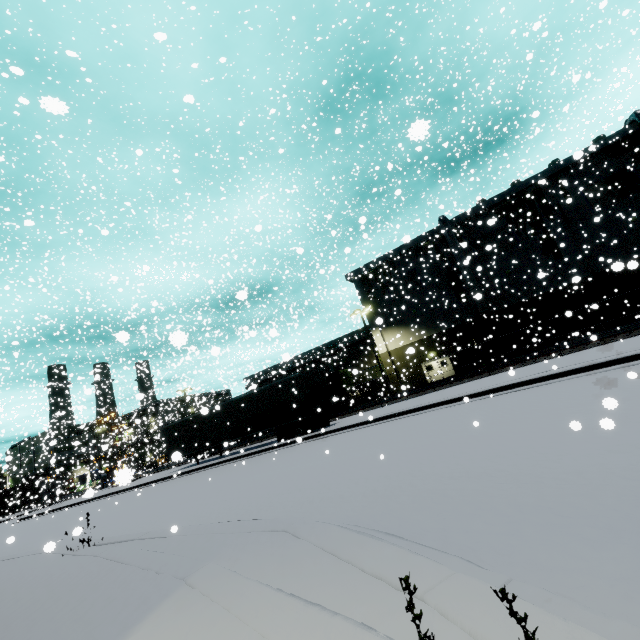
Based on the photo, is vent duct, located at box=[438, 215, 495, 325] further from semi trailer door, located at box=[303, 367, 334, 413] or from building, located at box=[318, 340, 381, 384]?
semi trailer door, located at box=[303, 367, 334, 413]

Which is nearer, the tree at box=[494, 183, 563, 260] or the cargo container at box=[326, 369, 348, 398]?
the tree at box=[494, 183, 563, 260]

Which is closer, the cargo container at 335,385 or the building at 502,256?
the building at 502,256

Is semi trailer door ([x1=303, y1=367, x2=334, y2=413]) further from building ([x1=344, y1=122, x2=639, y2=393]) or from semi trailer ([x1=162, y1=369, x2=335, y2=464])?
building ([x1=344, y1=122, x2=639, y2=393])

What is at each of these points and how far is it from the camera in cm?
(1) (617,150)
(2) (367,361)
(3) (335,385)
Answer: (1) tree, 2845
(2) building, 4081
(3) cargo container, 3216

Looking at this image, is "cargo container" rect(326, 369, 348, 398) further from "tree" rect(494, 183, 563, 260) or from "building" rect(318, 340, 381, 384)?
"building" rect(318, 340, 381, 384)

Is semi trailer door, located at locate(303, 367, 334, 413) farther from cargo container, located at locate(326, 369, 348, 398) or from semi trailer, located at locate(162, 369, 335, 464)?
cargo container, located at locate(326, 369, 348, 398)

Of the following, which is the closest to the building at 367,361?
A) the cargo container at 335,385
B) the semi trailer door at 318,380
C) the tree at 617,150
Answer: the tree at 617,150
